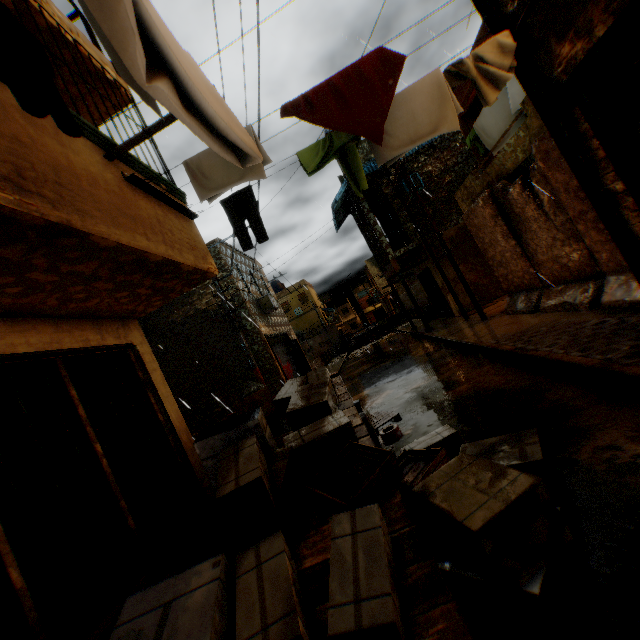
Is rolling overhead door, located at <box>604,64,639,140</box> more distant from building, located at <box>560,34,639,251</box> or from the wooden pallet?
the wooden pallet

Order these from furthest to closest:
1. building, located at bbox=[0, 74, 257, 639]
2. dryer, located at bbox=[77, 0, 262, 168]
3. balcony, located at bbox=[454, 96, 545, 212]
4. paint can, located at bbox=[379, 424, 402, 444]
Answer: balcony, located at bbox=[454, 96, 545, 212] < paint can, located at bbox=[379, 424, 402, 444] < building, located at bbox=[0, 74, 257, 639] < dryer, located at bbox=[77, 0, 262, 168]

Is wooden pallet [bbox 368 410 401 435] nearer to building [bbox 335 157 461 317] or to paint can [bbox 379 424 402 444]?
paint can [bbox 379 424 402 444]

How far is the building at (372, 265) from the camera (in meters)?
15.24

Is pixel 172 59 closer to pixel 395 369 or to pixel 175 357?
pixel 395 369

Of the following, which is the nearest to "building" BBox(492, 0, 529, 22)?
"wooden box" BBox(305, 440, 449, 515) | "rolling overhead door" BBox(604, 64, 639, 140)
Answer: "rolling overhead door" BBox(604, 64, 639, 140)

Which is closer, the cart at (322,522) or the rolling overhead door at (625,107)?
the cart at (322,522)

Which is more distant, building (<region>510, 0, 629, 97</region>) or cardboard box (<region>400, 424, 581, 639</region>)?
building (<region>510, 0, 629, 97</region>)
